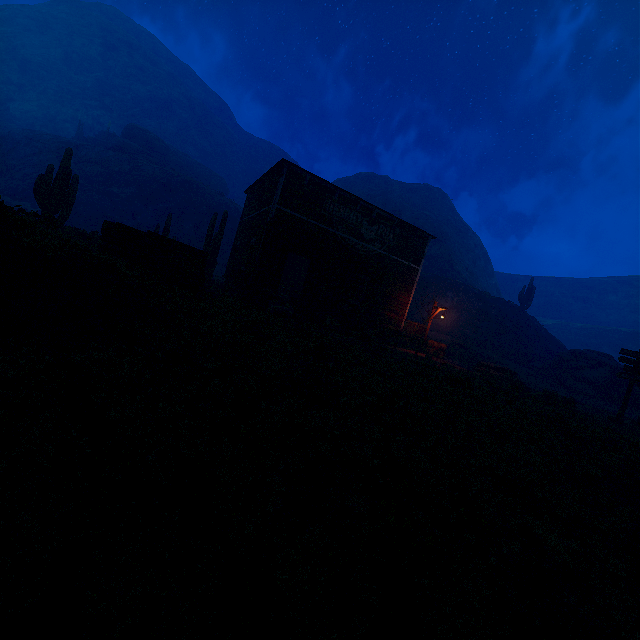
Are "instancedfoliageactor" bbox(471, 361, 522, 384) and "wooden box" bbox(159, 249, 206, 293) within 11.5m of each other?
no

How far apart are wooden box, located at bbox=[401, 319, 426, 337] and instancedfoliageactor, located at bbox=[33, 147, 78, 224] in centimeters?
2007cm

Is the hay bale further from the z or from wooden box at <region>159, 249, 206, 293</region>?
wooden box at <region>159, 249, 206, 293</region>

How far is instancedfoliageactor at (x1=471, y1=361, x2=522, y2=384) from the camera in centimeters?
1761cm

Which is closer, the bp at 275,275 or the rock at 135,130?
the bp at 275,275

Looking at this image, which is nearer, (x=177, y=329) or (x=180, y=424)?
(x=180, y=424)

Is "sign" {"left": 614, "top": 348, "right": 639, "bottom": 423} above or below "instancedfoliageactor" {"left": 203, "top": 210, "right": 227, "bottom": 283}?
below

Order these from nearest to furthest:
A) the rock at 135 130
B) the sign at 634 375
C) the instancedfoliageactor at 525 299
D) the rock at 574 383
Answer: the sign at 634 375
the rock at 574 383
the instancedfoliageactor at 525 299
the rock at 135 130
